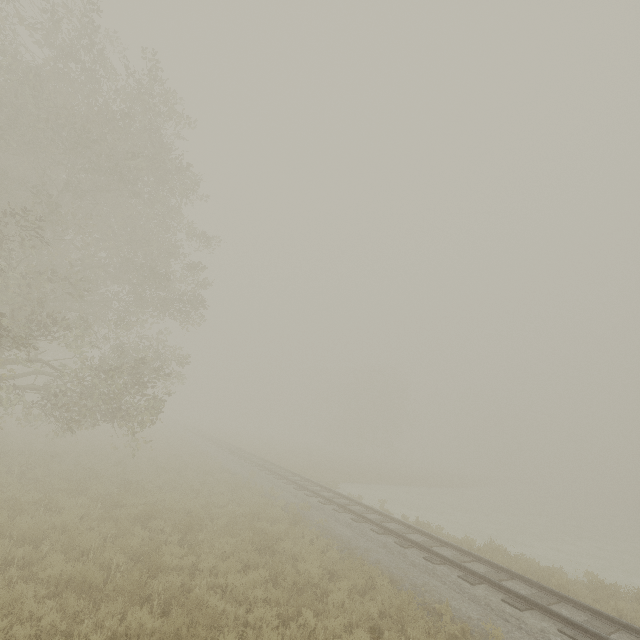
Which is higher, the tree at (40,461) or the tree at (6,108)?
the tree at (6,108)

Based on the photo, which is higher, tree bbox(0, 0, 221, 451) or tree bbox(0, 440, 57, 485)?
tree bbox(0, 0, 221, 451)

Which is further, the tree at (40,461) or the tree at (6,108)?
the tree at (40,461)

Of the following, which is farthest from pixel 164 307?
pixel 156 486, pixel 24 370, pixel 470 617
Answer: pixel 24 370

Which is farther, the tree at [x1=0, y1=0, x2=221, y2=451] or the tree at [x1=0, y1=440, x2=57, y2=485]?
the tree at [x1=0, y1=440, x2=57, y2=485]
